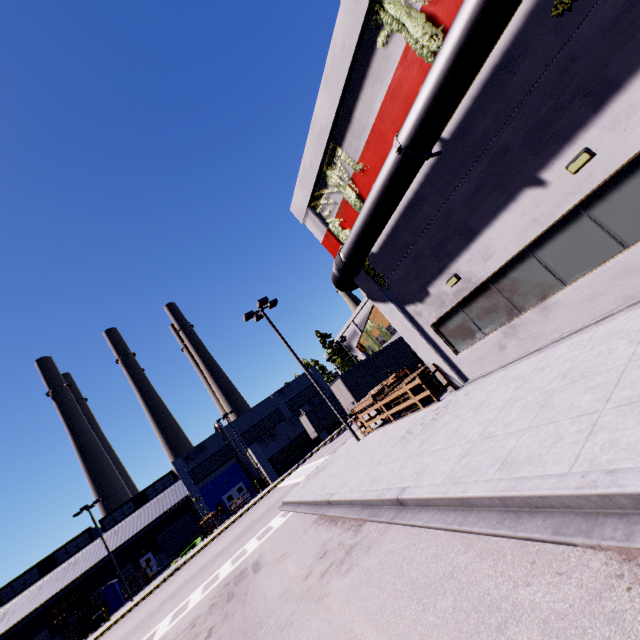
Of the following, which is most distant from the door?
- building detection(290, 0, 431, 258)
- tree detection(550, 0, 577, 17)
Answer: tree detection(550, 0, 577, 17)

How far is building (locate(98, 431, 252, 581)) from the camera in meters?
41.5

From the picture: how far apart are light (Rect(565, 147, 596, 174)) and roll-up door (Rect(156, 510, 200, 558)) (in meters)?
55.83

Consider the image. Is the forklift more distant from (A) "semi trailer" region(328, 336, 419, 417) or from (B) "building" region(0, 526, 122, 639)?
(A) "semi trailer" region(328, 336, 419, 417)

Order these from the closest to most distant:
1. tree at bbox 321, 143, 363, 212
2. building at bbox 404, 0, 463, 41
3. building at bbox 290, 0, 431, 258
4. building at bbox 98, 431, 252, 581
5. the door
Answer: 1. building at bbox 404, 0, 463, 41
2. building at bbox 290, 0, 431, 258
3. tree at bbox 321, 143, 363, 212
4. building at bbox 98, 431, 252, 581
5. the door

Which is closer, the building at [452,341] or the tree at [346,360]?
the building at [452,341]

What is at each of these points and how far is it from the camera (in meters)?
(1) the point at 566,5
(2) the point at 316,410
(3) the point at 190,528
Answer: (1) tree, 6.12
(2) semi trailer, 35.38
(3) roll-up door, 45.94

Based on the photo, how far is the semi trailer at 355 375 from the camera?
24.8 meters
